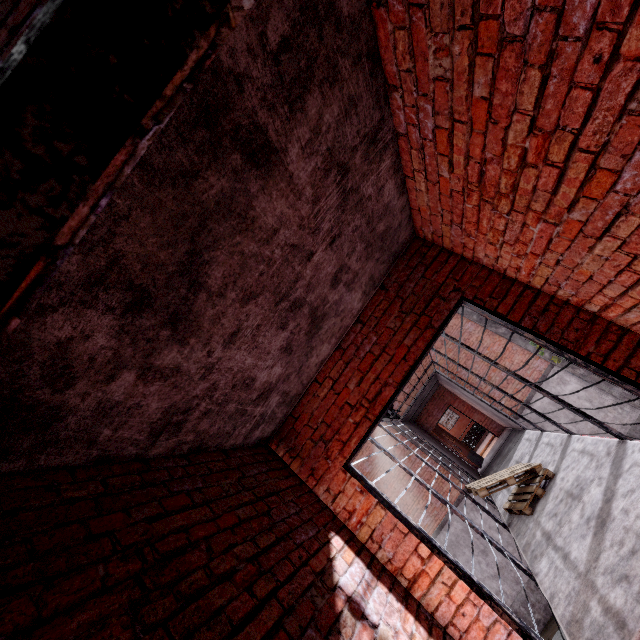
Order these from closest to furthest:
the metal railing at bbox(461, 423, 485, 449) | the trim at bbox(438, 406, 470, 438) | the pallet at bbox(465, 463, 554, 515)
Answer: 1. the pallet at bbox(465, 463, 554, 515)
2. the metal railing at bbox(461, 423, 485, 449)
3. the trim at bbox(438, 406, 470, 438)

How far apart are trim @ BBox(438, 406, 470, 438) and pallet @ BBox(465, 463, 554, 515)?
23.5 meters

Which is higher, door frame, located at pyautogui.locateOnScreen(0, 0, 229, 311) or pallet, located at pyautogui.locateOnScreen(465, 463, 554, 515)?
door frame, located at pyautogui.locateOnScreen(0, 0, 229, 311)

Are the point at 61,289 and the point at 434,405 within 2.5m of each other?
no

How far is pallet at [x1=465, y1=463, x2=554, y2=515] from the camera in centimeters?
521cm

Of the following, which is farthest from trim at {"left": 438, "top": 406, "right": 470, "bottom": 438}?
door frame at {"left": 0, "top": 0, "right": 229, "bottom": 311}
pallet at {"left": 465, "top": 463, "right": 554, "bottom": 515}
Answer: door frame at {"left": 0, "top": 0, "right": 229, "bottom": 311}

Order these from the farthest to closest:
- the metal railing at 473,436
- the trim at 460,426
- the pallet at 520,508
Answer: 1. the trim at 460,426
2. the metal railing at 473,436
3. the pallet at 520,508

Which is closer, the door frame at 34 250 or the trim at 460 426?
the door frame at 34 250
